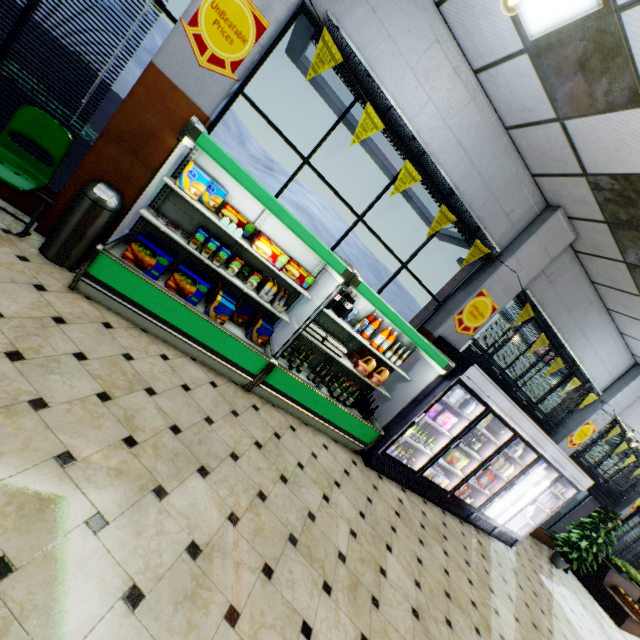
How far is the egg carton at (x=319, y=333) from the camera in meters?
4.5

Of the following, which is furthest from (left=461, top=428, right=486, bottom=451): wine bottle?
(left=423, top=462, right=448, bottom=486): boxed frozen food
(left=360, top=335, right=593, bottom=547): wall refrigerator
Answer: (left=423, top=462, right=448, bottom=486): boxed frozen food

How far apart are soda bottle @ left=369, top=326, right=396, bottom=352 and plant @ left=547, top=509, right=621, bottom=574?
9.2m

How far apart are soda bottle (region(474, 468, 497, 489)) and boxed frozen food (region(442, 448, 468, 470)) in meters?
0.7 m

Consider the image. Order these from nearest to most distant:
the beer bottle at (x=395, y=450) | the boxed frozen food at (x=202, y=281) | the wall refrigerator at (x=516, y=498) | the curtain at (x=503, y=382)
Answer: the boxed frozen food at (x=202, y=281)
the beer bottle at (x=395, y=450)
the curtain at (x=503, y=382)
the wall refrigerator at (x=516, y=498)

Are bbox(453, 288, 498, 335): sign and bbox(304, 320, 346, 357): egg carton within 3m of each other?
yes

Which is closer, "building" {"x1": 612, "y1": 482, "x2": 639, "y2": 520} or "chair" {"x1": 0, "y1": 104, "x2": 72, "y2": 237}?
"chair" {"x1": 0, "y1": 104, "x2": 72, "y2": 237}

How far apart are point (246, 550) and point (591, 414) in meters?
8.6
